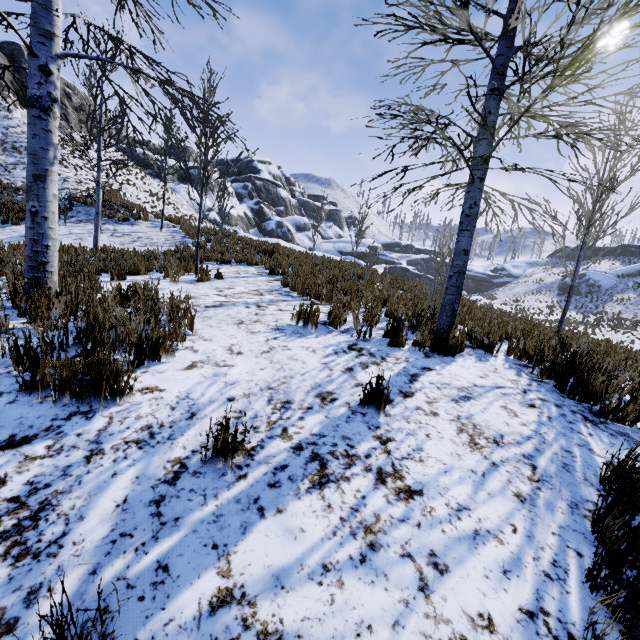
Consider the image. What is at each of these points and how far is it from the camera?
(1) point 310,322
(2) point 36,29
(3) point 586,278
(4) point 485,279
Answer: (1) instancedfoliageactor, 4.77m
(2) instancedfoliageactor, 3.72m
(3) rock, 45.59m
(4) rock, 59.38m

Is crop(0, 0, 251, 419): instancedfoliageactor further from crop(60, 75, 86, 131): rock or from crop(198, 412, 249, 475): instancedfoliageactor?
crop(198, 412, 249, 475): instancedfoliageactor

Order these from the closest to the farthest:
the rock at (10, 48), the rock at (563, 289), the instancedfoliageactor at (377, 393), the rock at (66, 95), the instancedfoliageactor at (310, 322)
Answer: the instancedfoliageactor at (377, 393) < the instancedfoliageactor at (310, 322) < the rock at (10, 48) < the rock at (66, 95) < the rock at (563, 289)

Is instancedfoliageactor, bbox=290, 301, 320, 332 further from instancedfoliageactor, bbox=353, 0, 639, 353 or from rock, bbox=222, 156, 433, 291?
rock, bbox=222, 156, 433, 291

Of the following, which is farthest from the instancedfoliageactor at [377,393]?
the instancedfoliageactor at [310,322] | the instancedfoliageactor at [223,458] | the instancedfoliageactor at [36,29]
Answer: the instancedfoliageactor at [36,29]

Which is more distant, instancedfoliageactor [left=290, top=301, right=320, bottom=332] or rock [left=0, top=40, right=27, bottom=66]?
rock [left=0, top=40, right=27, bottom=66]

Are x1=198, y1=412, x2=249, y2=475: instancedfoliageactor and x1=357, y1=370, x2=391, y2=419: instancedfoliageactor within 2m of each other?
yes

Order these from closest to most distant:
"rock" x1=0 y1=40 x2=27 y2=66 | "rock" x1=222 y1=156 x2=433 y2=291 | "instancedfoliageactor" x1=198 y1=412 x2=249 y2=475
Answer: "instancedfoliageactor" x1=198 y1=412 x2=249 y2=475
"rock" x1=222 y1=156 x2=433 y2=291
"rock" x1=0 y1=40 x2=27 y2=66
